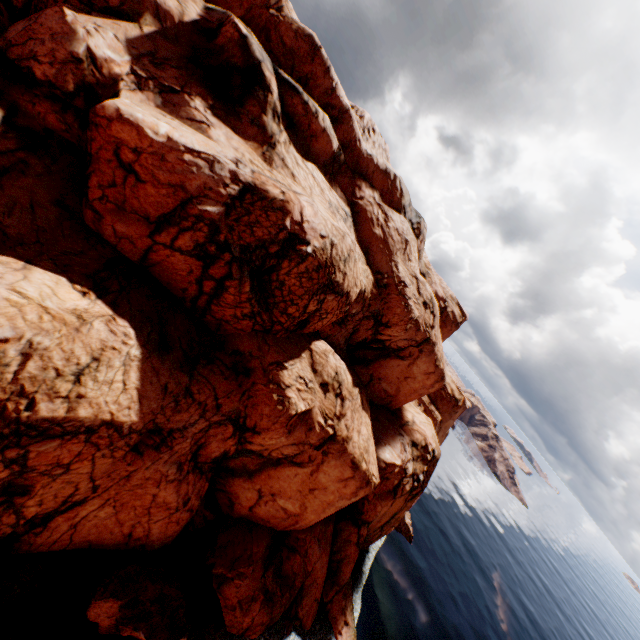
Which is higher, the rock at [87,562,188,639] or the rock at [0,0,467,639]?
the rock at [0,0,467,639]

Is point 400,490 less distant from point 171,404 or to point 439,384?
point 439,384

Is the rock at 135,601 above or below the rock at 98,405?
below

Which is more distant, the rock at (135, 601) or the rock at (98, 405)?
the rock at (135, 601)

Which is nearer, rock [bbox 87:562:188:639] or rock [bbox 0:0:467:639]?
rock [bbox 0:0:467:639]
